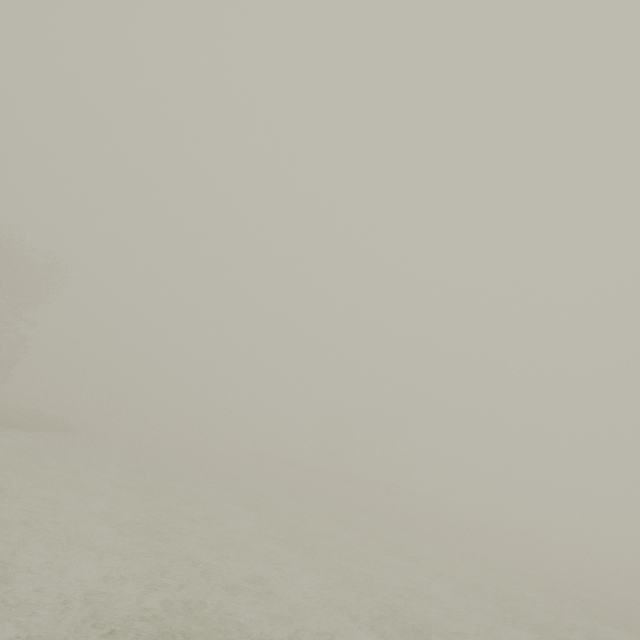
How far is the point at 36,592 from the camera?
6.0m
